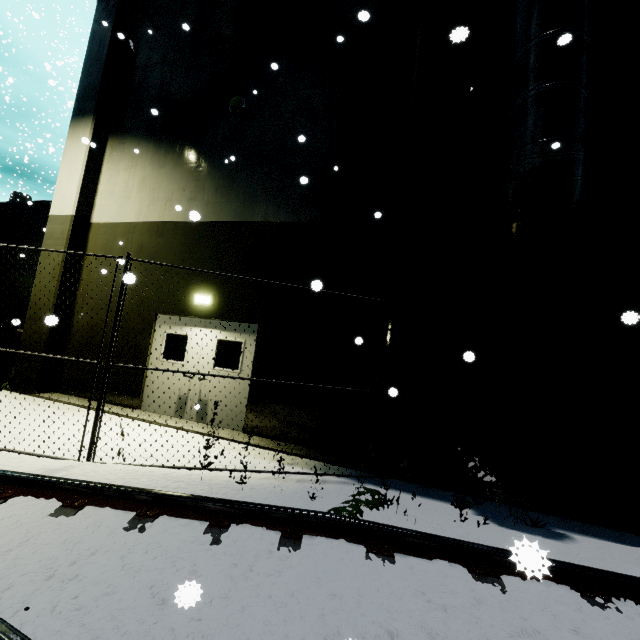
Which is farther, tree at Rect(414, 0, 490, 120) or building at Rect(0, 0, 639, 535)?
tree at Rect(414, 0, 490, 120)

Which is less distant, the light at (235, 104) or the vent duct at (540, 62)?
the vent duct at (540, 62)

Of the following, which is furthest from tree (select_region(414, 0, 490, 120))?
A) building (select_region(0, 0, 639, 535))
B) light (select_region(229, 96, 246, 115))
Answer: light (select_region(229, 96, 246, 115))

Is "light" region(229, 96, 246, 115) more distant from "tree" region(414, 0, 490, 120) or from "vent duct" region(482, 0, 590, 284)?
"vent duct" region(482, 0, 590, 284)

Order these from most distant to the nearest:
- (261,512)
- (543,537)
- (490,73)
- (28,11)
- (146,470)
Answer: (28,11), (490,73), (146,470), (543,537), (261,512)

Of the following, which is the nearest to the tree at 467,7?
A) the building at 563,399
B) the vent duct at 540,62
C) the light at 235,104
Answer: the building at 563,399

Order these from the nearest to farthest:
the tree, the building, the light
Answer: the building
the tree
the light

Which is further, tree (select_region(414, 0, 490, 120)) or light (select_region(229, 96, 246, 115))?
light (select_region(229, 96, 246, 115))
